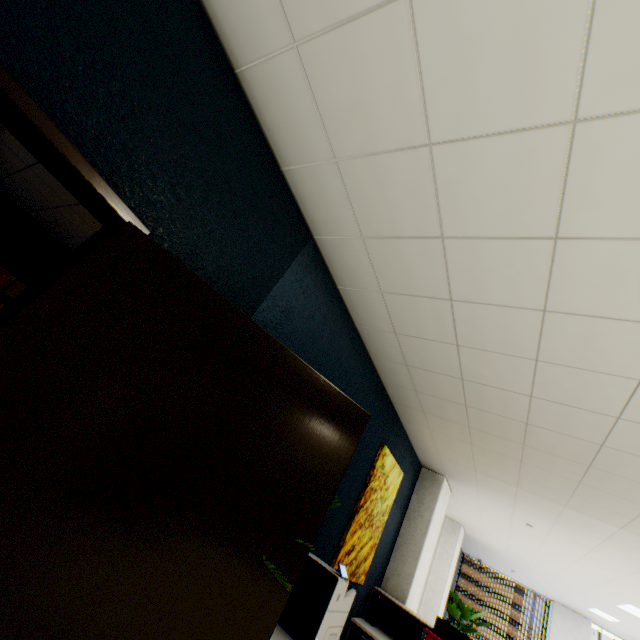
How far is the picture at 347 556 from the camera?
3.5 meters

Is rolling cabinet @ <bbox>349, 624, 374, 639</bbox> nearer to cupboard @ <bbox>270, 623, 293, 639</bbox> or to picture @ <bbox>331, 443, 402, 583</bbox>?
picture @ <bbox>331, 443, 402, 583</bbox>

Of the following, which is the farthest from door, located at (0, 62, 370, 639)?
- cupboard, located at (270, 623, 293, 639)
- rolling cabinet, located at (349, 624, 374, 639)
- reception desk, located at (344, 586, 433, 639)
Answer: rolling cabinet, located at (349, 624, 374, 639)

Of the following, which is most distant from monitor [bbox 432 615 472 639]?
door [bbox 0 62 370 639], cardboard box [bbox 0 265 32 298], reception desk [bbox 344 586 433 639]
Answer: cardboard box [bbox 0 265 32 298]

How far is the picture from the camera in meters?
3.5 m

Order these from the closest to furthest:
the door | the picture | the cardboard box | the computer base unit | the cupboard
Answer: the door → the cupboard → the picture → the computer base unit → the cardboard box

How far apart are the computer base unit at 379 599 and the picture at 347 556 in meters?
0.6

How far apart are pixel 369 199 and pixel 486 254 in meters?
0.7
